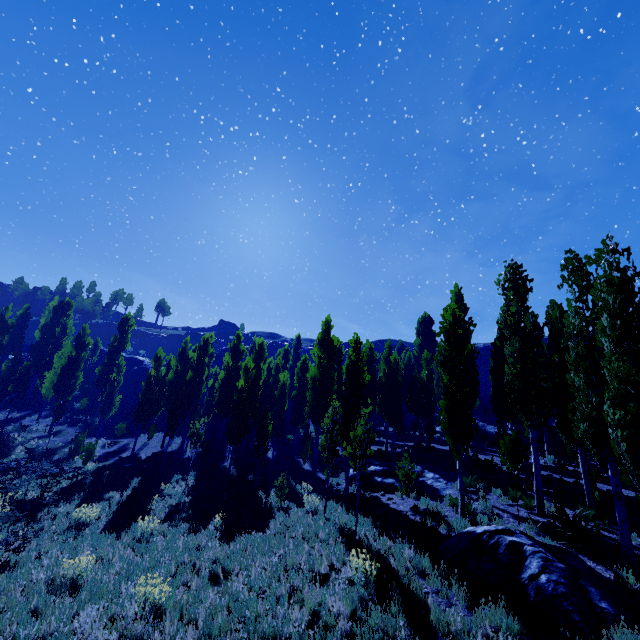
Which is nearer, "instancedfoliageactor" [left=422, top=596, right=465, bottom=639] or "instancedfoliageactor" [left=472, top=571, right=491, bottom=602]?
"instancedfoliageactor" [left=422, top=596, right=465, bottom=639]

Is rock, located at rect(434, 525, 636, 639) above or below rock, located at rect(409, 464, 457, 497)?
below

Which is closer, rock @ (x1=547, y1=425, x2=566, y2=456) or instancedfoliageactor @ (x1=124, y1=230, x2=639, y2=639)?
instancedfoliageactor @ (x1=124, y1=230, x2=639, y2=639)

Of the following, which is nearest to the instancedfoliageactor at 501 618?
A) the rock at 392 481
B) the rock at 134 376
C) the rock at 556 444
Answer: the rock at 392 481

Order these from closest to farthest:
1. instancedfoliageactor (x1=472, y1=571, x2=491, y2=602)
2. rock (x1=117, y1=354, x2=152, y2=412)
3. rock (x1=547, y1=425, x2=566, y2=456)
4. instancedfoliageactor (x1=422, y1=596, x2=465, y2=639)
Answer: instancedfoliageactor (x1=422, y1=596, x2=465, y2=639), instancedfoliageactor (x1=472, y1=571, x2=491, y2=602), rock (x1=547, y1=425, x2=566, y2=456), rock (x1=117, y1=354, x2=152, y2=412)

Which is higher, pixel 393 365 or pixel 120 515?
pixel 393 365

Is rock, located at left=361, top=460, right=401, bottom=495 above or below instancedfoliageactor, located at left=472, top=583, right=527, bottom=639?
above

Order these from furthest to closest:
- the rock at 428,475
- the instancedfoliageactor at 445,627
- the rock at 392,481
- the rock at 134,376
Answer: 1. the rock at 134,376
2. the rock at 392,481
3. the rock at 428,475
4. the instancedfoliageactor at 445,627
